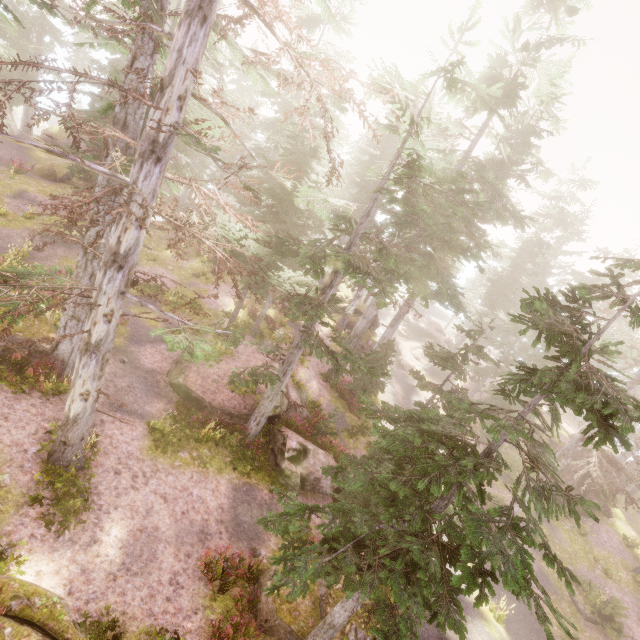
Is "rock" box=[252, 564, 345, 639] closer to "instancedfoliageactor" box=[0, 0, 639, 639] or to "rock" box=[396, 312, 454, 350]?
"instancedfoliageactor" box=[0, 0, 639, 639]

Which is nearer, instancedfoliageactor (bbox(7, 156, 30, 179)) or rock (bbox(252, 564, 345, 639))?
rock (bbox(252, 564, 345, 639))

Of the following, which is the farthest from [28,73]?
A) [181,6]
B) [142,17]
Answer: [142,17]

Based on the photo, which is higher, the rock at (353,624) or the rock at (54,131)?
the rock at (54,131)

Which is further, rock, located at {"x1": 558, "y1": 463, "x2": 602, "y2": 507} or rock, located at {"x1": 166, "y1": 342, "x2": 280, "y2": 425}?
rock, located at {"x1": 558, "y1": 463, "x2": 602, "y2": 507}

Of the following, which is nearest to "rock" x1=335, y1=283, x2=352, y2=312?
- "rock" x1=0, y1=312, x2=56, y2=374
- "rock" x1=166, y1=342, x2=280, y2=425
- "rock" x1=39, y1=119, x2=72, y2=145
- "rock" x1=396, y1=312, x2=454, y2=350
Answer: "rock" x1=396, y1=312, x2=454, y2=350

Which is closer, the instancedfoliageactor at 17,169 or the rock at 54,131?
the instancedfoliageactor at 17,169

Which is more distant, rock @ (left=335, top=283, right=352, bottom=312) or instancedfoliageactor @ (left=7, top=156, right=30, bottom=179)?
rock @ (left=335, top=283, right=352, bottom=312)
